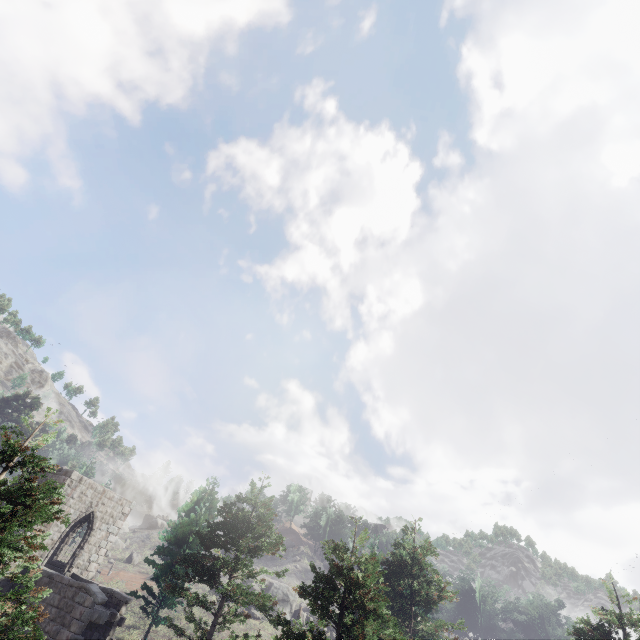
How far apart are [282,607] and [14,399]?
46.7m
